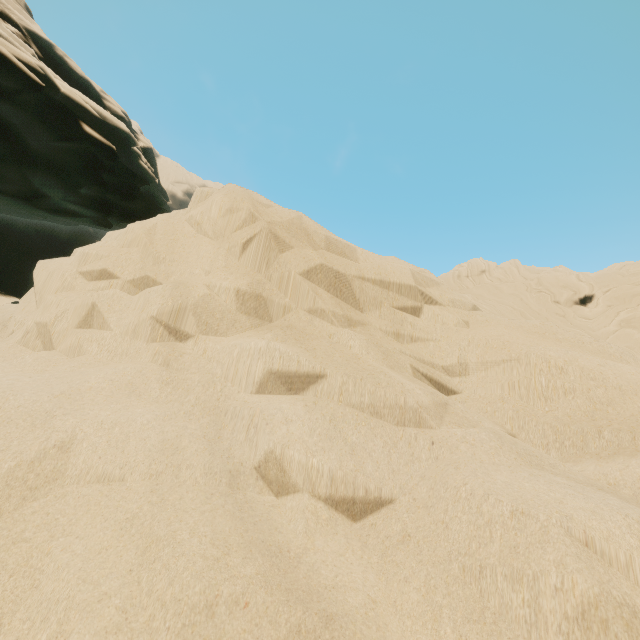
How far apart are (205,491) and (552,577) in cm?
108
